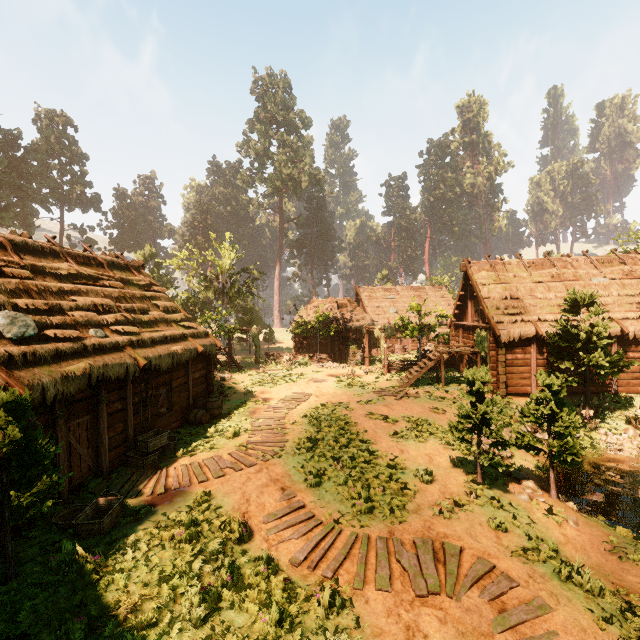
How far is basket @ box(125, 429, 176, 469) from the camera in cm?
1041

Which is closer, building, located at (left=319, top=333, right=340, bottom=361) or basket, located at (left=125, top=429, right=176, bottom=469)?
basket, located at (left=125, top=429, right=176, bottom=469)

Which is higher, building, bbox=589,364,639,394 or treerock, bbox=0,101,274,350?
Answer: treerock, bbox=0,101,274,350

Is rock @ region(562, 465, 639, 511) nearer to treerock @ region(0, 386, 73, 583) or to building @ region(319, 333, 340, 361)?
treerock @ region(0, 386, 73, 583)

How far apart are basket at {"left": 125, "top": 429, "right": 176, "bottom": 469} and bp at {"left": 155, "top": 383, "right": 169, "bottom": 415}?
1.1m

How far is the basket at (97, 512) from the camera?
7.1 meters

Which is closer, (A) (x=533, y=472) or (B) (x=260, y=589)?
(B) (x=260, y=589)

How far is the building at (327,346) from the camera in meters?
31.4
